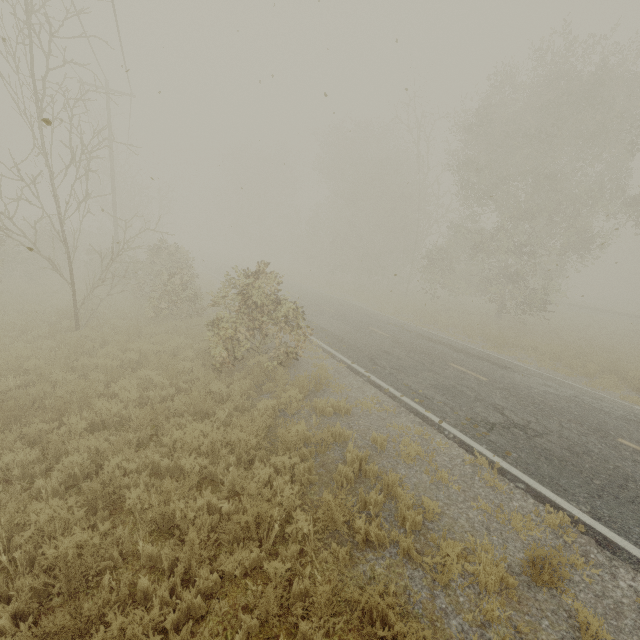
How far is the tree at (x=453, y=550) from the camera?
4.1 meters

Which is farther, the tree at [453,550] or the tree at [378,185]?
the tree at [378,185]

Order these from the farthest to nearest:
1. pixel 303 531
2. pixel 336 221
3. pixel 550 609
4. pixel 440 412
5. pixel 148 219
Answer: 1. pixel 336 221
2. pixel 148 219
3. pixel 440 412
4. pixel 303 531
5. pixel 550 609

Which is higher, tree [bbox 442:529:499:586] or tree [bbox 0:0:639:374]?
tree [bbox 0:0:639:374]

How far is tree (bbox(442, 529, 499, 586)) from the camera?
4.1 meters

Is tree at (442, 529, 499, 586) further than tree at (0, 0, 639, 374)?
No
